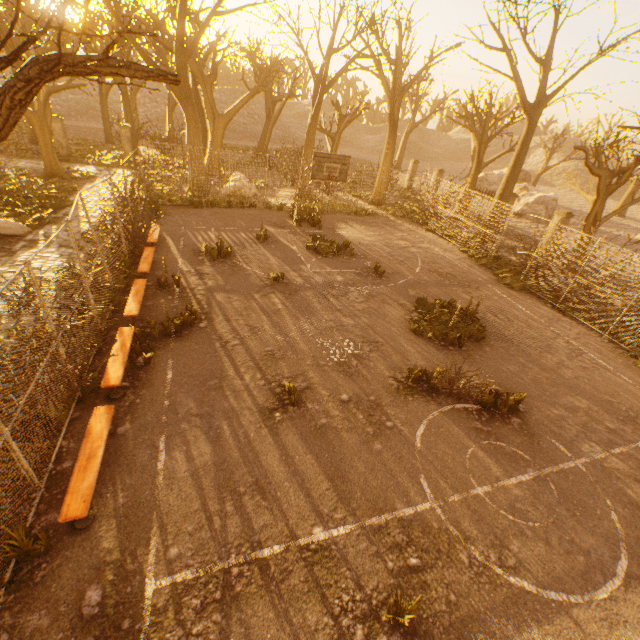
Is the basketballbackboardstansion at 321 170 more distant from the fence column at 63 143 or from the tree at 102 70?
the fence column at 63 143

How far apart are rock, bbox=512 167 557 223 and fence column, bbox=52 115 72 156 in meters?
34.8

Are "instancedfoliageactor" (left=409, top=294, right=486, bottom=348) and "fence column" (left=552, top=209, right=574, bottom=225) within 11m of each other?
no

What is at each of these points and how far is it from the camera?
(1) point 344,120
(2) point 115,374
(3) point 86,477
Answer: (1) tree, 24.7m
(2) bench, 6.5m
(3) bench, 4.8m

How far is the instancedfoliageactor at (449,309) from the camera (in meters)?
9.97

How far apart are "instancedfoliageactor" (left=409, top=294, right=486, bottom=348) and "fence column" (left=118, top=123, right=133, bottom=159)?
23.9 meters

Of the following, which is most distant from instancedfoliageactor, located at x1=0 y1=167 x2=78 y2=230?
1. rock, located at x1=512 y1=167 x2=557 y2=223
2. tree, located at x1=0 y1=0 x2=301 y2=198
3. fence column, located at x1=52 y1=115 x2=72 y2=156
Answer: rock, located at x1=512 y1=167 x2=557 y2=223

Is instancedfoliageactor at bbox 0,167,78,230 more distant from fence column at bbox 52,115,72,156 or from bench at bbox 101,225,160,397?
fence column at bbox 52,115,72,156
